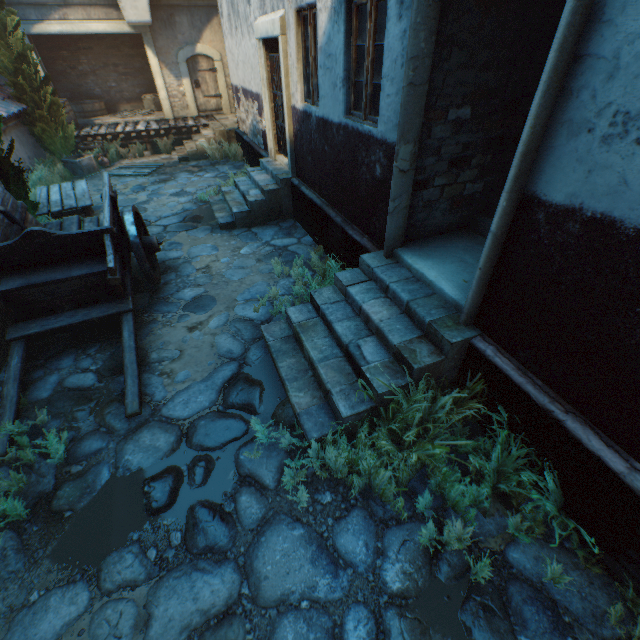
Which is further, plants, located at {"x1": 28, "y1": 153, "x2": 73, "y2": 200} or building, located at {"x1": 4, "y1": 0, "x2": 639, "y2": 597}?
plants, located at {"x1": 28, "y1": 153, "x2": 73, "y2": 200}

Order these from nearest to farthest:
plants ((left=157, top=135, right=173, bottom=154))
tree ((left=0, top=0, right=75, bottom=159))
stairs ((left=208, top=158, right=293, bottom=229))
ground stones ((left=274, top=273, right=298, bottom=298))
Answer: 1. ground stones ((left=274, top=273, right=298, bottom=298))
2. stairs ((left=208, top=158, right=293, bottom=229))
3. tree ((left=0, top=0, right=75, bottom=159))
4. plants ((left=157, top=135, right=173, bottom=154))

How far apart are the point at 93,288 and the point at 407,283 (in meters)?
4.40

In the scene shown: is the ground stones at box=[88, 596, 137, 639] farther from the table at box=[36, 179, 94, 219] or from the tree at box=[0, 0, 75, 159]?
the tree at box=[0, 0, 75, 159]

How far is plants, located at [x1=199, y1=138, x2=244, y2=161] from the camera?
12.1m

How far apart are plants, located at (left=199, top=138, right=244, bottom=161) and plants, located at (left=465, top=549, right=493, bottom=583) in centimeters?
1105cm

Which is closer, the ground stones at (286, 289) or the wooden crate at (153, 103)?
the ground stones at (286, 289)

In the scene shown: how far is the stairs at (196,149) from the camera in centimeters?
1248cm
